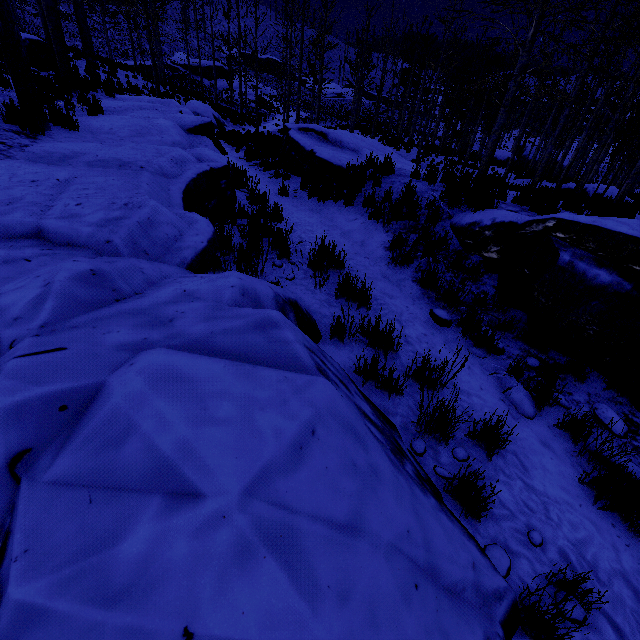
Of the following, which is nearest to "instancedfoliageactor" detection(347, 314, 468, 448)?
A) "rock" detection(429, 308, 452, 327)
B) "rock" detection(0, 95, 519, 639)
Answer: "rock" detection(0, 95, 519, 639)

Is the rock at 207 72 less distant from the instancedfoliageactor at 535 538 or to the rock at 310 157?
the instancedfoliageactor at 535 538

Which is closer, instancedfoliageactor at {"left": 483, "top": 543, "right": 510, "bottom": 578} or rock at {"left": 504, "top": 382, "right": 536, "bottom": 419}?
instancedfoliageactor at {"left": 483, "top": 543, "right": 510, "bottom": 578}

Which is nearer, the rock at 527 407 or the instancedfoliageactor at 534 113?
the rock at 527 407

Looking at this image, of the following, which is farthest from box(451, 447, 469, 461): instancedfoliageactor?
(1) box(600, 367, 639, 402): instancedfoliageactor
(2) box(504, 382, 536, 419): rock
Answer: (1) box(600, 367, 639, 402): instancedfoliageactor

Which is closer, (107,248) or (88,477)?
(88,477)

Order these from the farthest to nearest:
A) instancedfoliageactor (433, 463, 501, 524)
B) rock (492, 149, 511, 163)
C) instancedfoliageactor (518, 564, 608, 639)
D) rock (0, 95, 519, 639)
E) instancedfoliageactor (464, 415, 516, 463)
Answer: rock (492, 149, 511, 163) → instancedfoliageactor (464, 415, 516, 463) → instancedfoliageactor (433, 463, 501, 524) → instancedfoliageactor (518, 564, 608, 639) → rock (0, 95, 519, 639)

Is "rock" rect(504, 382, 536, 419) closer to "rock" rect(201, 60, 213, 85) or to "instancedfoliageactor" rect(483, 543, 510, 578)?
"instancedfoliageactor" rect(483, 543, 510, 578)
